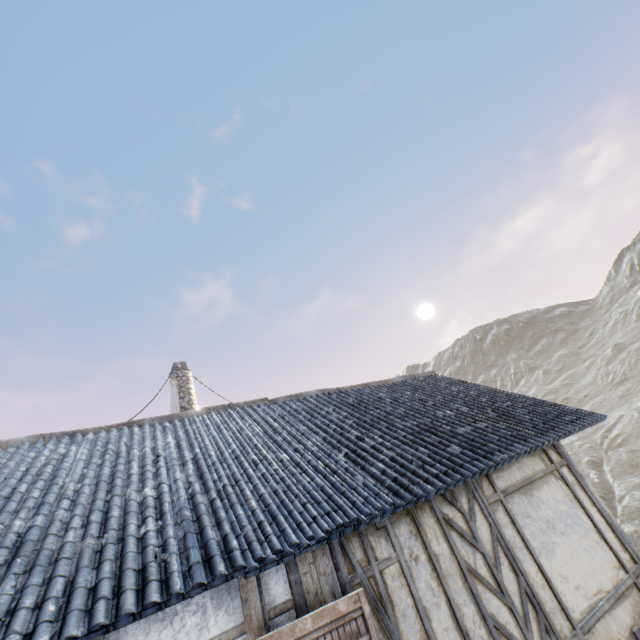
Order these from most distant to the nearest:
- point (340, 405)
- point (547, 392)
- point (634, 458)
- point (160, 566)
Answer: point (547, 392), point (634, 458), point (340, 405), point (160, 566)

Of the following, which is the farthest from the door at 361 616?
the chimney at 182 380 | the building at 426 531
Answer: the chimney at 182 380

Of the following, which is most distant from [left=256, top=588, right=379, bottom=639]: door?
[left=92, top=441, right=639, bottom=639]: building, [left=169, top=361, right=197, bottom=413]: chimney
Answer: [left=169, top=361, right=197, bottom=413]: chimney

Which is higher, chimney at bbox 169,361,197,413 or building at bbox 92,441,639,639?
chimney at bbox 169,361,197,413

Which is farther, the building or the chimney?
the chimney

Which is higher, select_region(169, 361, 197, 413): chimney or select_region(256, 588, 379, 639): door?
select_region(169, 361, 197, 413): chimney

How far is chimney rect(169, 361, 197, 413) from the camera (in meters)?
10.28
